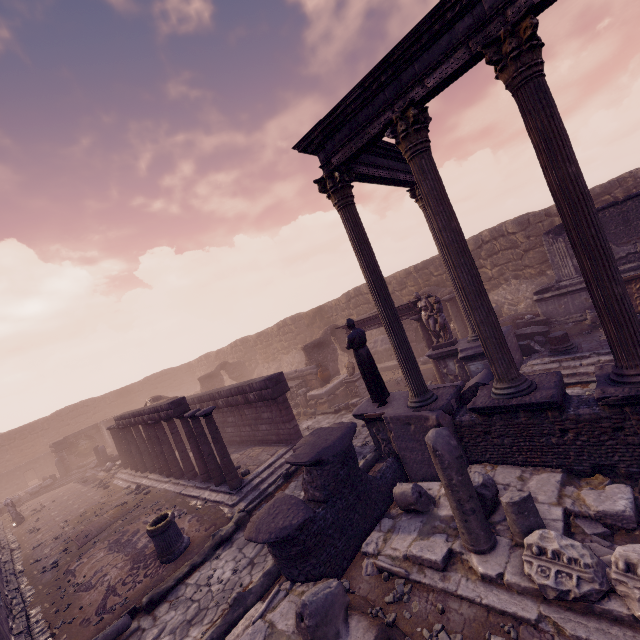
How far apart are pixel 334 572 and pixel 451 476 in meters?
2.8

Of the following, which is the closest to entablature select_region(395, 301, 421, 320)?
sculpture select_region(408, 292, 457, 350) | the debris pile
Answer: sculpture select_region(408, 292, 457, 350)

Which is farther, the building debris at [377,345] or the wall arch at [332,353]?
the building debris at [377,345]

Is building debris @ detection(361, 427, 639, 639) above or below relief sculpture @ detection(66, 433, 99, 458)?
below

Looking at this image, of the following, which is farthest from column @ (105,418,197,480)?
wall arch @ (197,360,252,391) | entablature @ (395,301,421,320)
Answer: wall arch @ (197,360,252,391)

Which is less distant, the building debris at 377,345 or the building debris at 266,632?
the building debris at 266,632

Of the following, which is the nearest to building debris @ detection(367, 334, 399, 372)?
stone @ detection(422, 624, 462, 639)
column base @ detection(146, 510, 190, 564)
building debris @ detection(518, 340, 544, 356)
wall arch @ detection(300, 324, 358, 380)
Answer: wall arch @ detection(300, 324, 358, 380)

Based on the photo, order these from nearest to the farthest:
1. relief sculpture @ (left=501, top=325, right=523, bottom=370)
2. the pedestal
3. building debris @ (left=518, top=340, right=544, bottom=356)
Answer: relief sculpture @ (left=501, top=325, right=523, bottom=370) → building debris @ (left=518, top=340, right=544, bottom=356) → the pedestal
